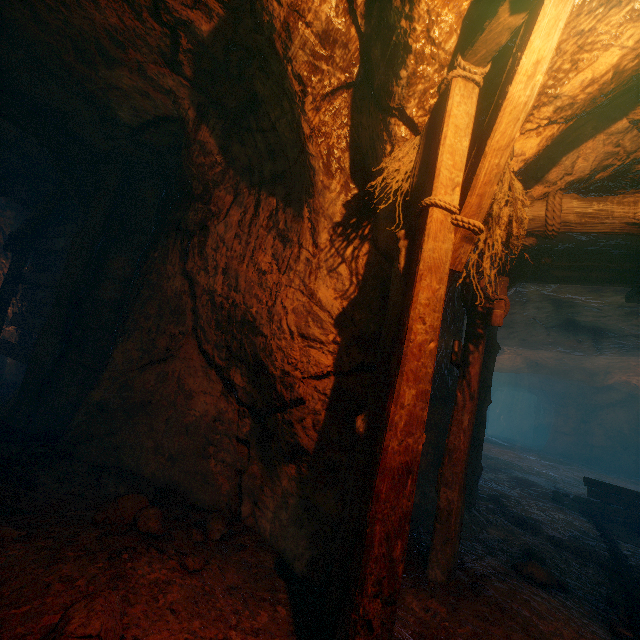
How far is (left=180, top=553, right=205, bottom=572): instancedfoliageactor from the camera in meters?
2.4 m

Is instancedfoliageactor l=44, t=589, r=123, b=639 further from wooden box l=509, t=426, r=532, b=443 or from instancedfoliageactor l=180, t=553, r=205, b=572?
wooden box l=509, t=426, r=532, b=443

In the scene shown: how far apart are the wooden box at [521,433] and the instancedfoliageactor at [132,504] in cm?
3493

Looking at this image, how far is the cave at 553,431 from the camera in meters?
22.5

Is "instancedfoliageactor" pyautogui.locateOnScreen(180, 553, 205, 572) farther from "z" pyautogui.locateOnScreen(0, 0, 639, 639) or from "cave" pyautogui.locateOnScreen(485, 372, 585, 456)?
"cave" pyautogui.locateOnScreen(485, 372, 585, 456)

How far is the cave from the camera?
22.47m

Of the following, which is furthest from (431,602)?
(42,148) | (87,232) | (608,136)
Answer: (42,148)

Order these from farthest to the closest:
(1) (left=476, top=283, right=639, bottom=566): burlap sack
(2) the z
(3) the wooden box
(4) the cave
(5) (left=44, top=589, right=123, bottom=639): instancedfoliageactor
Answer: (3) the wooden box → (4) the cave → (1) (left=476, top=283, right=639, bottom=566): burlap sack → (2) the z → (5) (left=44, top=589, right=123, bottom=639): instancedfoliageactor
